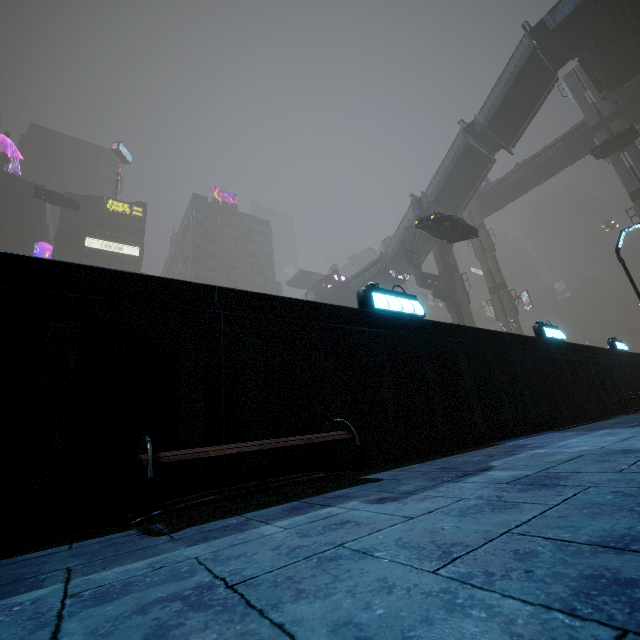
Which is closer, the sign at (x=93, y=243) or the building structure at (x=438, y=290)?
the building structure at (x=438, y=290)

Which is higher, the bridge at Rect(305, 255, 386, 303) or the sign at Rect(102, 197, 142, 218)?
the sign at Rect(102, 197, 142, 218)

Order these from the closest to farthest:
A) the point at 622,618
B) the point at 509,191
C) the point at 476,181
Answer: the point at 622,618 → the point at 476,181 → the point at 509,191

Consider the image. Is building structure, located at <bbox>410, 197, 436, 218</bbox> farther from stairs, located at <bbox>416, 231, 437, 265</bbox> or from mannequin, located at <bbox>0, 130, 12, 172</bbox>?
mannequin, located at <bbox>0, 130, 12, 172</bbox>

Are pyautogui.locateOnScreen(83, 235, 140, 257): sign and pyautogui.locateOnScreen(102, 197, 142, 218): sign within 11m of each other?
yes

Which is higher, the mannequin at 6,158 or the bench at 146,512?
the mannequin at 6,158

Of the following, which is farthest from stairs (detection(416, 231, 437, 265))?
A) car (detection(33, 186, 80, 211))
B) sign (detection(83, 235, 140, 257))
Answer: sign (detection(83, 235, 140, 257))

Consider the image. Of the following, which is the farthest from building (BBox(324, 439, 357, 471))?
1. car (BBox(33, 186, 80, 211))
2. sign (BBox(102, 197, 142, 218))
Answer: car (BBox(33, 186, 80, 211))
